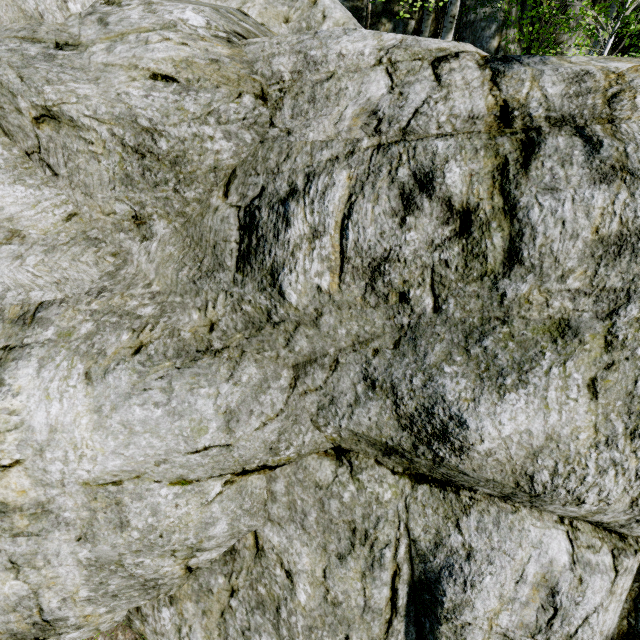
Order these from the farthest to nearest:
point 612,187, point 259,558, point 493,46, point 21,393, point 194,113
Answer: point 493,46, point 259,558, point 194,113, point 21,393, point 612,187

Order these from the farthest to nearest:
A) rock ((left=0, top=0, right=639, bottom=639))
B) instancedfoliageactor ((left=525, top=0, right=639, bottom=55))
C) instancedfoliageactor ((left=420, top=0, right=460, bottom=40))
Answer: instancedfoliageactor ((left=420, top=0, right=460, bottom=40))
instancedfoliageactor ((left=525, top=0, right=639, bottom=55))
rock ((left=0, top=0, right=639, bottom=639))

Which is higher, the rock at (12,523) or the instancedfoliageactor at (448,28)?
the instancedfoliageactor at (448,28)

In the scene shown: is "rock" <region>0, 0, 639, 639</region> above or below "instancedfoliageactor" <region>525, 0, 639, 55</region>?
below

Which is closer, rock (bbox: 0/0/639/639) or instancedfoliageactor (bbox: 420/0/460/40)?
rock (bbox: 0/0/639/639)

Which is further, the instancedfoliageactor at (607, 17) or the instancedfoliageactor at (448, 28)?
the instancedfoliageactor at (448, 28)
